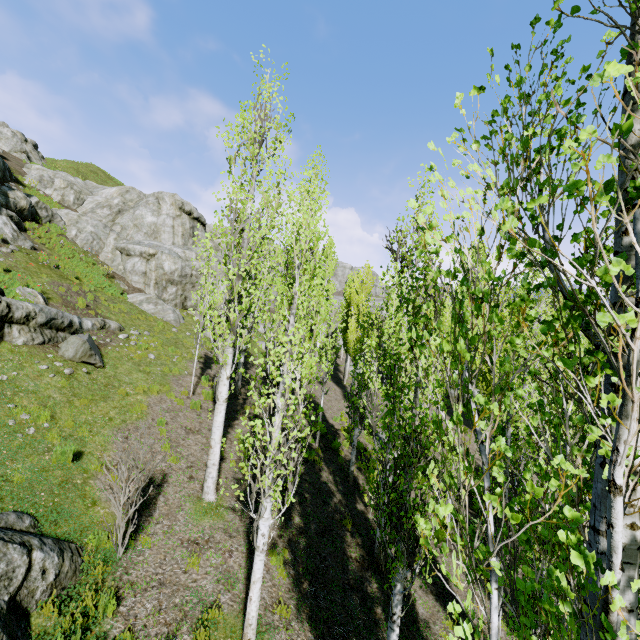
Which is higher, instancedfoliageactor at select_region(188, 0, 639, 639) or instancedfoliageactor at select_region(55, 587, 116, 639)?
instancedfoliageactor at select_region(188, 0, 639, 639)

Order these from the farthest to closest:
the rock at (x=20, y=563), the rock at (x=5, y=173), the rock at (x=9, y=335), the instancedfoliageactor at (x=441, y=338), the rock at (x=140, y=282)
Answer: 1. the rock at (x=5, y=173)
2. the rock at (x=140, y=282)
3. the rock at (x=9, y=335)
4. the rock at (x=20, y=563)
5. the instancedfoliageactor at (x=441, y=338)

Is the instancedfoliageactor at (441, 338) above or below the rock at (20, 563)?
above

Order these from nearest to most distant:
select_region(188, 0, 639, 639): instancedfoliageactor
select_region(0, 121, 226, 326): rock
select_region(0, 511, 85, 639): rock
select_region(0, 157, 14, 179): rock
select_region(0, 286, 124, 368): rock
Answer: select_region(188, 0, 639, 639): instancedfoliageactor → select_region(0, 511, 85, 639): rock → select_region(0, 286, 124, 368): rock → select_region(0, 121, 226, 326): rock → select_region(0, 157, 14, 179): rock

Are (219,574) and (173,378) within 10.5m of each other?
yes

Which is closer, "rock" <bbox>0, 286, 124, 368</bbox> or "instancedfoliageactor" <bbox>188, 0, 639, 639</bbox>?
"instancedfoliageactor" <bbox>188, 0, 639, 639</bbox>

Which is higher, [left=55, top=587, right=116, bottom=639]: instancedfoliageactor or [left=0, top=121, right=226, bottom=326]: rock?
[left=0, top=121, right=226, bottom=326]: rock
